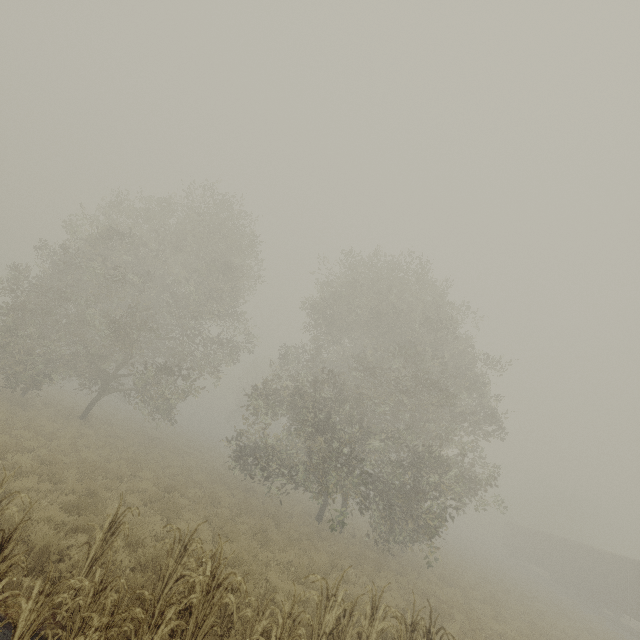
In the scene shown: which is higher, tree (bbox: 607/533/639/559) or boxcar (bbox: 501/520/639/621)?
tree (bbox: 607/533/639/559)

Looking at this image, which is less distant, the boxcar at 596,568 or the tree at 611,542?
→ the boxcar at 596,568

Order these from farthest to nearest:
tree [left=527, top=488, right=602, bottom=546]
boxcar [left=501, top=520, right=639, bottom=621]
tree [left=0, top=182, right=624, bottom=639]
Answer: tree [left=527, top=488, right=602, bottom=546], boxcar [left=501, top=520, right=639, bottom=621], tree [left=0, top=182, right=624, bottom=639]

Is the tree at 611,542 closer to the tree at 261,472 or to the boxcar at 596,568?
the boxcar at 596,568

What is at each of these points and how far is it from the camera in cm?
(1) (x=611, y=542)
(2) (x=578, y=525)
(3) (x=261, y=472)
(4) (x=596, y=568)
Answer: (1) tree, 5962
(2) tree, 5328
(3) tree, 1759
(4) boxcar, 2750

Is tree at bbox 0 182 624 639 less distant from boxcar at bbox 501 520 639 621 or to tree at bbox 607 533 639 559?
boxcar at bbox 501 520 639 621
